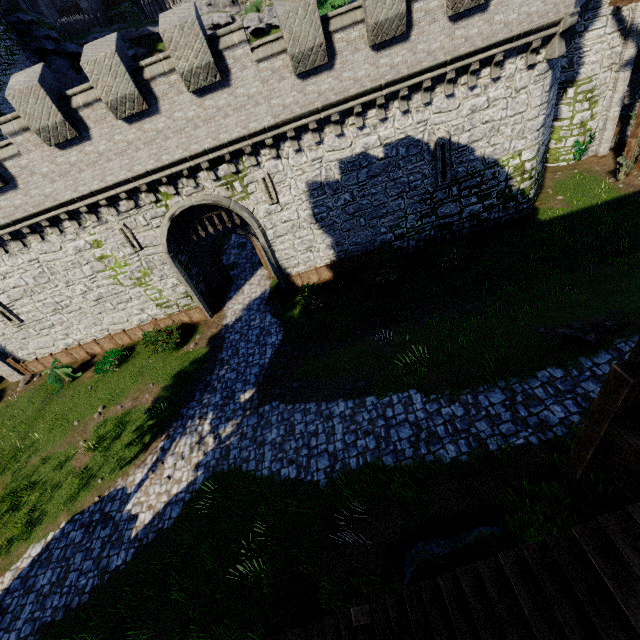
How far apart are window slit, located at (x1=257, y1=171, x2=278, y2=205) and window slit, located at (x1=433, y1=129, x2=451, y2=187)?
7.64m

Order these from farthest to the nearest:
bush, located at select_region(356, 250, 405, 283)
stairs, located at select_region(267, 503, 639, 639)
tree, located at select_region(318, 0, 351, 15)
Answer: tree, located at select_region(318, 0, 351, 15), bush, located at select_region(356, 250, 405, 283), stairs, located at select_region(267, 503, 639, 639)

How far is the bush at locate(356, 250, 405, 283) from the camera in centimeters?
1650cm

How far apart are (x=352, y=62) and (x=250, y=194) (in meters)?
6.78

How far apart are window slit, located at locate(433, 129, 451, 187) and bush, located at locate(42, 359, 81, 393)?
22.3 meters

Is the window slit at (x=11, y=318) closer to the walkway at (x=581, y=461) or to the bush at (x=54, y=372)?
the bush at (x=54, y=372)

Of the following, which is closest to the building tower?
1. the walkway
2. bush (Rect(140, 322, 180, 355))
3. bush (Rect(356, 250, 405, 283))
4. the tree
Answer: bush (Rect(140, 322, 180, 355))

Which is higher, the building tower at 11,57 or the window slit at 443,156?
the building tower at 11,57
